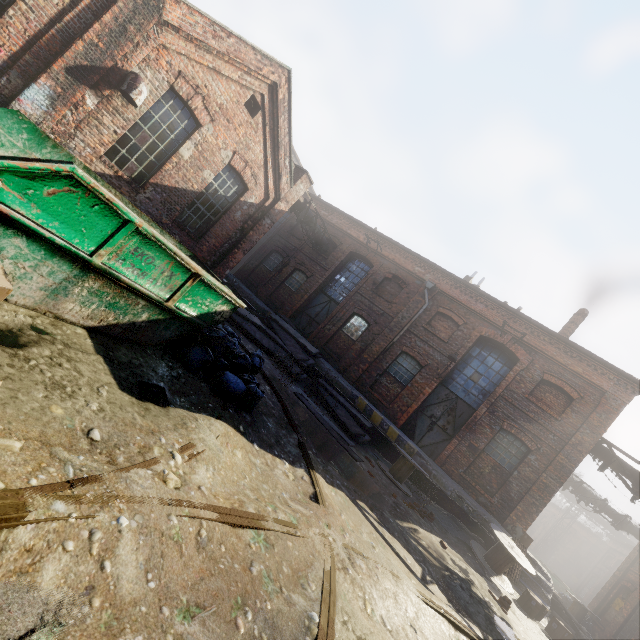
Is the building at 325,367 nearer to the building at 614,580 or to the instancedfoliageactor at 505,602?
the instancedfoliageactor at 505,602

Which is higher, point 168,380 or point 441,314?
point 441,314

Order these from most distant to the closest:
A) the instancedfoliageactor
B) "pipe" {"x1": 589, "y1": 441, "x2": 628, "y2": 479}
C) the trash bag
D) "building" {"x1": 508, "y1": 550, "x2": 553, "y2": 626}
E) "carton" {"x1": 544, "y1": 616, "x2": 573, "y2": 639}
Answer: "pipe" {"x1": 589, "y1": 441, "x2": 628, "y2": 479}
"building" {"x1": 508, "y1": 550, "x2": 553, "y2": 626}
"carton" {"x1": 544, "y1": 616, "x2": 573, "y2": 639}
the instancedfoliageactor
the trash bag

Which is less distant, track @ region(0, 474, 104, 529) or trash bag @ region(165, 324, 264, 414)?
track @ region(0, 474, 104, 529)

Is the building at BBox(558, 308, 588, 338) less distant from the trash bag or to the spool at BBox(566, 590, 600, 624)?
the spool at BBox(566, 590, 600, 624)

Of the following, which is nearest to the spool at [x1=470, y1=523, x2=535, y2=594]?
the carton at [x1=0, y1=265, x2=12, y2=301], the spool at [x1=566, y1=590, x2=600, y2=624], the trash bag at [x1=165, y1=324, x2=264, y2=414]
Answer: the trash bag at [x1=165, y1=324, x2=264, y2=414]

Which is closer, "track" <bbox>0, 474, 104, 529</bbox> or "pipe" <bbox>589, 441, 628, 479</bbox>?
"track" <bbox>0, 474, 104, 529</bbox>

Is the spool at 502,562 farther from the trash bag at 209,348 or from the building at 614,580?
the building at 614,580
